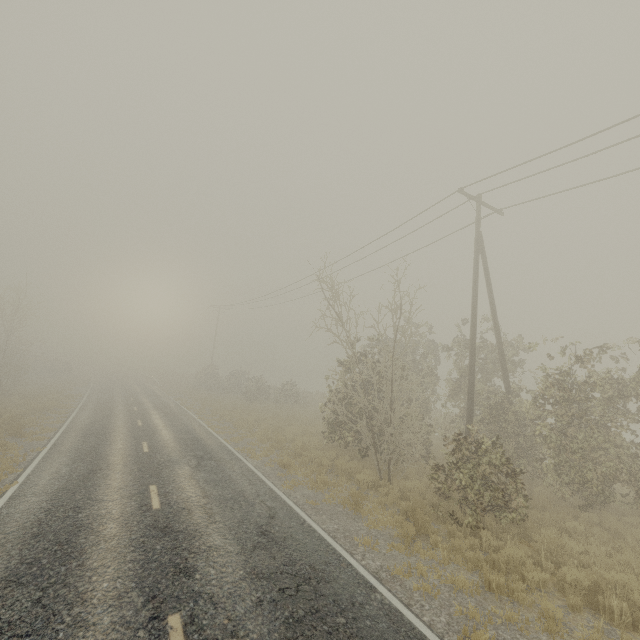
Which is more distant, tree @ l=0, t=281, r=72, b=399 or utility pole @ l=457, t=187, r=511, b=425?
tree @ l=0, t=281, r=72, b=399

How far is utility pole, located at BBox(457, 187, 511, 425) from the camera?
12.7 meters

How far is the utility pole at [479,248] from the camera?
12.7m

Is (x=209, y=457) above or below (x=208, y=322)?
below

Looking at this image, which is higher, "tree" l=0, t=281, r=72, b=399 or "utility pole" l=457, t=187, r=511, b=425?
"utility pole" l=457, t=187, r=511, b=425

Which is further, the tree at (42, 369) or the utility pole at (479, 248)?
the tree at (42, 369)
